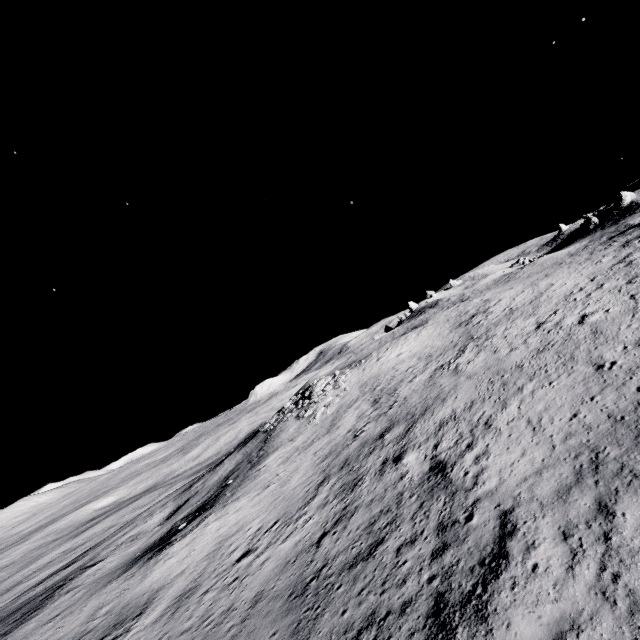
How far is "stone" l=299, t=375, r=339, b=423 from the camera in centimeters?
3522cm

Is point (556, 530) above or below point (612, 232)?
below

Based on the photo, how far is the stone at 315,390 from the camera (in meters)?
35.22
